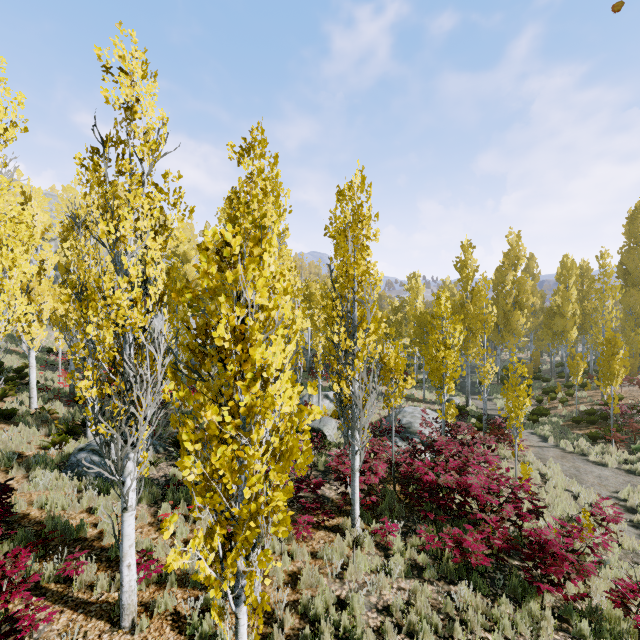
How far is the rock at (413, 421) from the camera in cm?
1416

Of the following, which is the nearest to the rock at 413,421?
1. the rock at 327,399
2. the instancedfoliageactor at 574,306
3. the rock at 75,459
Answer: the instancedfoliageactor at 574,306

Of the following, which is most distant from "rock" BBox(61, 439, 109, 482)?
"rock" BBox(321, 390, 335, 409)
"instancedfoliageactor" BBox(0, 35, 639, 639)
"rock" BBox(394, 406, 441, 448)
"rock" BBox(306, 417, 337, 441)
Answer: "rock" BBox(394, 406, 441, 448)

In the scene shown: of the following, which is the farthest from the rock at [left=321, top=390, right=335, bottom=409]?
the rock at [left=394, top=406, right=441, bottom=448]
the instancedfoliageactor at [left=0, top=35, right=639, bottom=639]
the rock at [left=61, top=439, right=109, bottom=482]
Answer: the rock at [left=61, top=439, right=109, bottom=482]

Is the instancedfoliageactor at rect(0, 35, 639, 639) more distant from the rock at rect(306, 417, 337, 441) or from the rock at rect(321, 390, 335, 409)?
the rock at rect(306, 417, 337, 441)

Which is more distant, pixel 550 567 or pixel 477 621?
pixel 550 567

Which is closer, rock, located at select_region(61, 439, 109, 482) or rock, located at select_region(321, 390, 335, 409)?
rock, located at select_region(61, 439, 109, 482)

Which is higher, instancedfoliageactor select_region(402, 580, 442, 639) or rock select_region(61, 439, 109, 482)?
rock select_region(61, 439, 109, 482)
